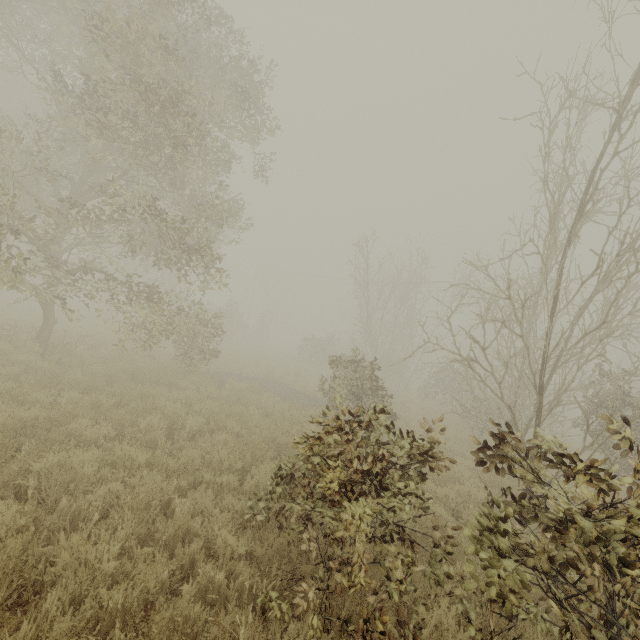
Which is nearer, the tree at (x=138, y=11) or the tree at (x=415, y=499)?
the tree at (x=415, y=499)

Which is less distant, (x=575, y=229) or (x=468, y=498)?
(x=575, y=229)

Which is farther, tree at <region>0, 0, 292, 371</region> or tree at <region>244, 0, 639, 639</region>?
tree at <region>0, 0, 292, 371</region>
